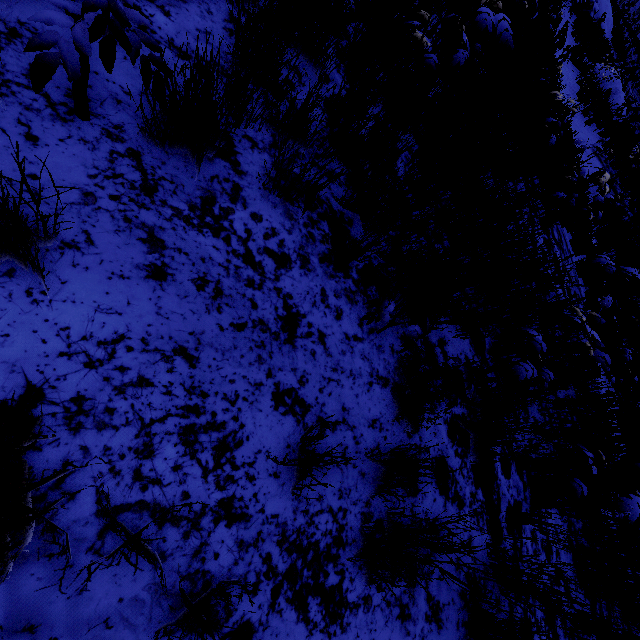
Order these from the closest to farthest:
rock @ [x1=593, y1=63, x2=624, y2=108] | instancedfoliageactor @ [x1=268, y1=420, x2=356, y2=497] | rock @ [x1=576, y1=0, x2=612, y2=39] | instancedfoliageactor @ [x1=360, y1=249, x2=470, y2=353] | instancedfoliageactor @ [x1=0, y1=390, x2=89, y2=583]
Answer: instancedfoliageactor @ [x1=0, y1=390, x2=89, y2=583], instancedfoliageactor @ [x1=268, y1=420, x2=356, y2=497], instancedfoliageactor @ [x1=360, y1=249, x2=470, y2=353], rock @ [x1=593, y1=63, x2=624, y2=108], rock @ [x1=576, y1=0, x2=612, y2=39]

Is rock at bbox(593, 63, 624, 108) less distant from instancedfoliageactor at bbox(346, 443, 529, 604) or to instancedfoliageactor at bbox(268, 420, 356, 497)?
instancedfoliageactor at bbox(346, 443, 529, 604)

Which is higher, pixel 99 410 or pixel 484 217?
pixel 484 217

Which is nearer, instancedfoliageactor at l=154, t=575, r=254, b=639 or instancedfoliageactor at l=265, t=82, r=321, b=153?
instancedfoliageactor at l=154, t=575, r=254, b=639

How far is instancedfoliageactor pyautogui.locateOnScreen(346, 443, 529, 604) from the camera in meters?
1.4

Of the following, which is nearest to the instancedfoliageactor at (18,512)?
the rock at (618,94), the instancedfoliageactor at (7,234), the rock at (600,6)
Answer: the instancedfoliageactor at (7,234)

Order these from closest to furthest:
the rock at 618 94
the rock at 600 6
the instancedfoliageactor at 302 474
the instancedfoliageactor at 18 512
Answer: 1. the instancedfoliageactor at 18 512
2. the instancedfoliageactor at 302 474
3. the rock at 618 94
4. the rock at 600 6
